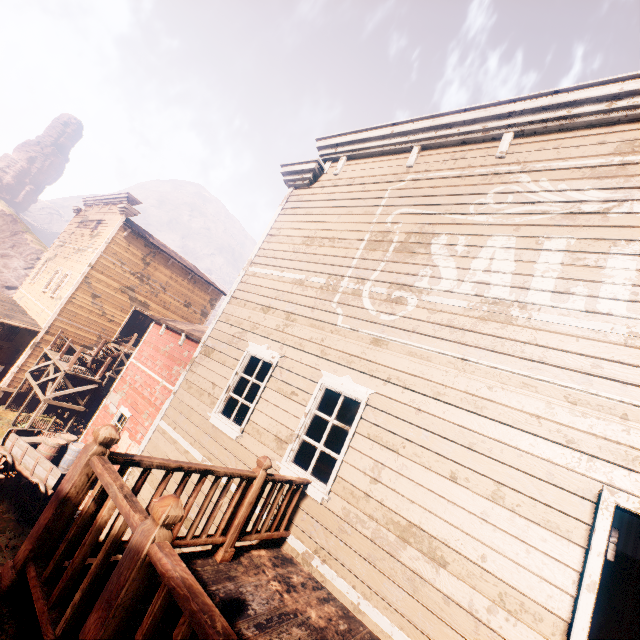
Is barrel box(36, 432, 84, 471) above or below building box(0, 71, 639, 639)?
below

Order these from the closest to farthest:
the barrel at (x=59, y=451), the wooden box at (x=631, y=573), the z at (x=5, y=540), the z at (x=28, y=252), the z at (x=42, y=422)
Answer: the wooden box at (x=631, y=573)
the z at (x=5, y=540)
the barrel at (x=59, y=451)
the z at (x=42, y=422)
the z at (x=28, y=252)

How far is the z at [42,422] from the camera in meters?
15.4

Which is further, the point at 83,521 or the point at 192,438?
the point at 192,438

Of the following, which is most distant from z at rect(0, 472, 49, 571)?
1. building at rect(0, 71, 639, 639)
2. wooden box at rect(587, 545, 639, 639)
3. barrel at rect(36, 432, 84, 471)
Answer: wooden box at rect(587, 545, 639, 639)

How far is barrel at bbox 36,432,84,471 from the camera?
10.5m

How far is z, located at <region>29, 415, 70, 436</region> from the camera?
15.42m

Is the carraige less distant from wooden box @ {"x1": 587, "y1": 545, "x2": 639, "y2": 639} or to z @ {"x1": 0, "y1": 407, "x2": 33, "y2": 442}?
z @ {"x1": 0, "y1": 407, "x2": 33, "y2": 442}
